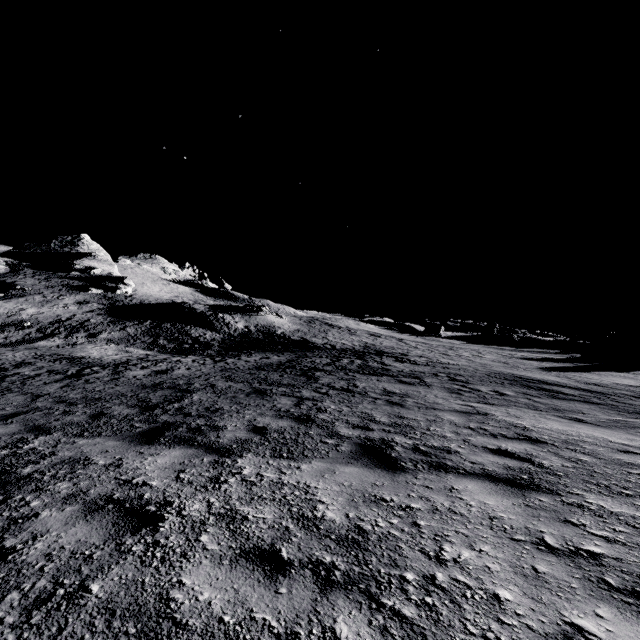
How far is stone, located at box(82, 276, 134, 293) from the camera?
50.00m

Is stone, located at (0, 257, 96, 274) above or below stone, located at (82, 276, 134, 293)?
above

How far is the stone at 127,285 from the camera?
50.0 meters

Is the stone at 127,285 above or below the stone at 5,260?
below

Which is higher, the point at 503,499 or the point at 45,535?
the point at 503,499

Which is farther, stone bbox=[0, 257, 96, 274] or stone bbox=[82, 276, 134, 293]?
stone bbox=[0, 257, 96, 274]
